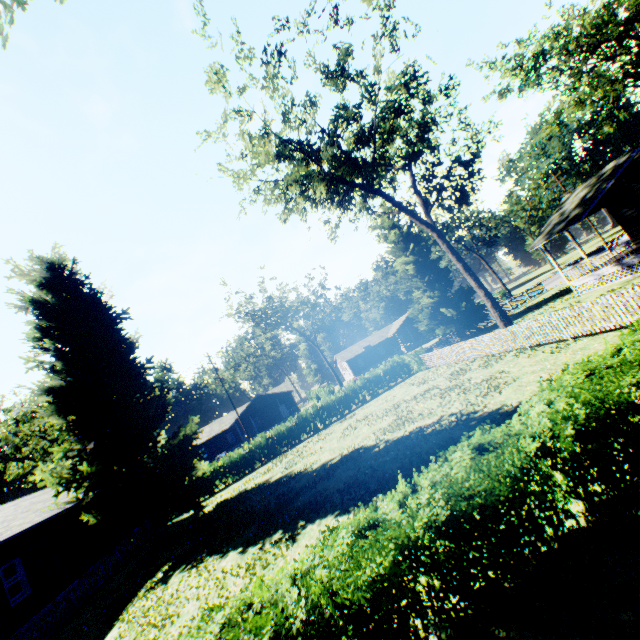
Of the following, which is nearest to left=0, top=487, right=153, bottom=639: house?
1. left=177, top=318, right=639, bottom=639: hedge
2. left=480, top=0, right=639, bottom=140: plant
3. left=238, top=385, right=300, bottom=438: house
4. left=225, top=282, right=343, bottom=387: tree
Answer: left=480, top=0, right=639, bottom=140: plant

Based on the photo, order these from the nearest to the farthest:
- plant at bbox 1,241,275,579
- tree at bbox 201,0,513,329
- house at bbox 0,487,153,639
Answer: house at bbox 0,487,153,639, tree at bbox 201,0,513,329, plant at bbox 1,241,275,579

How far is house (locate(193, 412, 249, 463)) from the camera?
54.12m

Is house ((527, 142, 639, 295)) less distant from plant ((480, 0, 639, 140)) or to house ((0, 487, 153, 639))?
plant ((480, 0, 639, 140))

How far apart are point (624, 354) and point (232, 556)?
12.7m

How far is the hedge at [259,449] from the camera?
27.12m

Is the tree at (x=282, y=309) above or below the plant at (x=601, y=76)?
above

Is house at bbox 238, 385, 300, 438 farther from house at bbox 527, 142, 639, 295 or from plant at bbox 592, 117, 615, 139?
house at bbox 527, 142, 639, 295
